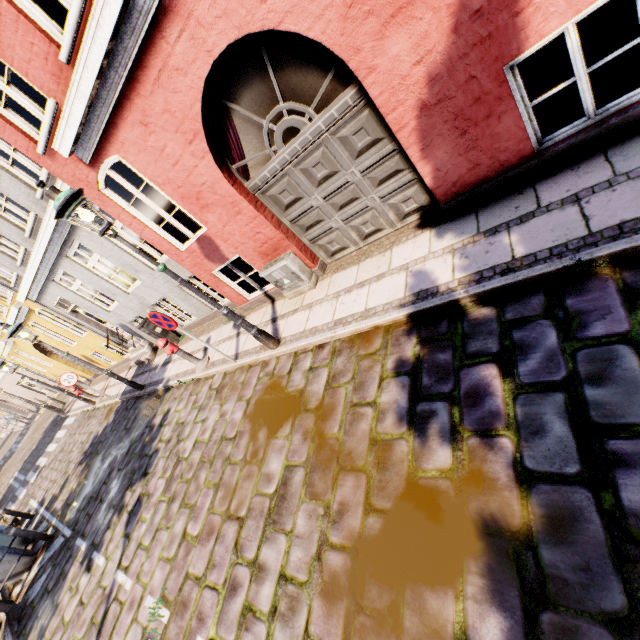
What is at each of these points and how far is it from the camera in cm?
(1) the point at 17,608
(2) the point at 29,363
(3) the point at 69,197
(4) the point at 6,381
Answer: (1) hydrant, 738
(2) building, 1916
(3) street light, 391
(4) building, 2853

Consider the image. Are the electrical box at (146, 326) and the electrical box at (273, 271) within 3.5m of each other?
no

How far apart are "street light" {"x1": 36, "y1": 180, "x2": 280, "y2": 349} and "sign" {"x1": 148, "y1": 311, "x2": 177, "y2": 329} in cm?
103

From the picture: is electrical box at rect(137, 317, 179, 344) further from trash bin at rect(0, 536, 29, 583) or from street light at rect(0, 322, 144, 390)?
trash bin at rect(0, 536, 29, 583)

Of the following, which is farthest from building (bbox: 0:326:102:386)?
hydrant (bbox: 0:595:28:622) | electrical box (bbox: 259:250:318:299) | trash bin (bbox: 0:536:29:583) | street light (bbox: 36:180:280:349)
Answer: hydrant (bbox: 0:595:28:622)

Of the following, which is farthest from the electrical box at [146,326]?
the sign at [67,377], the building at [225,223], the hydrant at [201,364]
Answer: the sign at [67,377]

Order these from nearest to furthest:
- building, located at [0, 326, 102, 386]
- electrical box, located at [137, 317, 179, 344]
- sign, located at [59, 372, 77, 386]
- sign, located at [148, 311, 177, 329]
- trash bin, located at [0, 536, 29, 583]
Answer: sign, located at [148, 311, 177, 329]
trash bin, located at [0, 536, 29, 583]
electrical box, located at [137, 317, 179, 344]
sign, located at [59, 372, 77, 386]
building, located at [0, 326, 102, 386]

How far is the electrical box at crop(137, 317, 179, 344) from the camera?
10.08m
